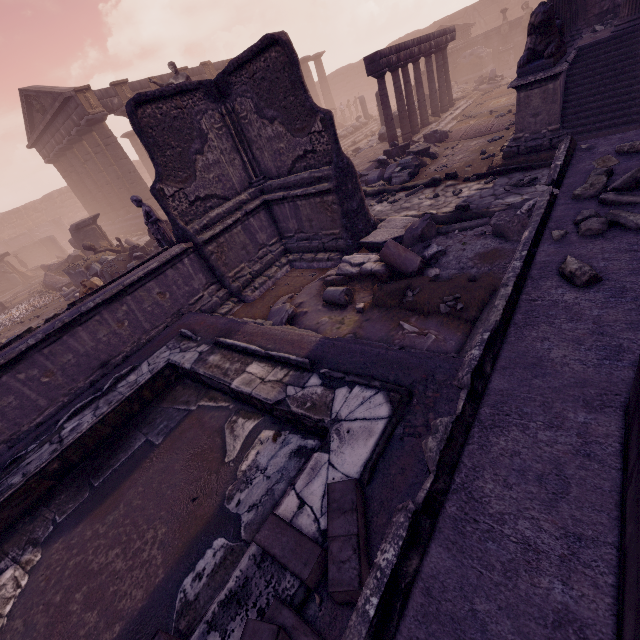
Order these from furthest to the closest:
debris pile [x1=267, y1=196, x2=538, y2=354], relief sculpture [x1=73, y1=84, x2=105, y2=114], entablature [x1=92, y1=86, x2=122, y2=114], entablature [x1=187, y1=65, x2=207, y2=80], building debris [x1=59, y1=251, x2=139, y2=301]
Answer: entablature [x1=187, y1=65, x2=207, y2=80]
entablature [x1=92, y1=86, x2=122, y2=114]
relief sculpture [x1=73, y1=84, x2=105, y2=114]
building debris [x1=59, y1=251, x2=139, y2=301]
debris pile [x1=267, y1=196, x2=538, y2=354]

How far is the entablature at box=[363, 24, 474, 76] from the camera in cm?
1057

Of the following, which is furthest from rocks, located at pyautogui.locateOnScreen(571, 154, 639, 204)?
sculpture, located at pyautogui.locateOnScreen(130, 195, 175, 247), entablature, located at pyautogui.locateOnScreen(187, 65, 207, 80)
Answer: entablature, located at pyautogui.locateOnScreen(187, 65, 207, 80)

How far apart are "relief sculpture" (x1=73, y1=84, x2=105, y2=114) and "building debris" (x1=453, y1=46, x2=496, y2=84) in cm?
2346

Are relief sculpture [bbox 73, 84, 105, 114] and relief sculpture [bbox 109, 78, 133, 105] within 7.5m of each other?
yes

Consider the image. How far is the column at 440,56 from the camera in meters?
11.5 m

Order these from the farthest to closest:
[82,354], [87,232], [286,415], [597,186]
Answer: [87,232], [82,354], [286,415], [597,186]

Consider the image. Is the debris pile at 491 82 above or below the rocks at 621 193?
below
